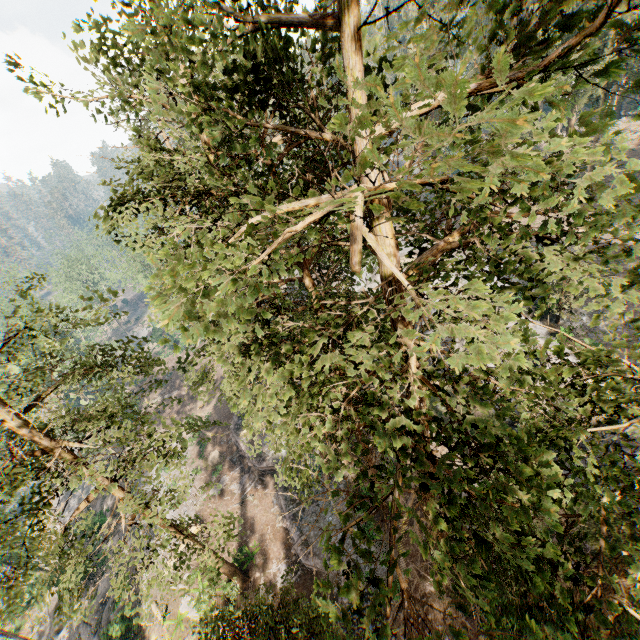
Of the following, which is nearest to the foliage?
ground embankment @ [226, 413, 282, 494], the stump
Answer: ground embankment @ [226, 413, 282, 494]

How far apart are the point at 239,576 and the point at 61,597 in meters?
12.8 m

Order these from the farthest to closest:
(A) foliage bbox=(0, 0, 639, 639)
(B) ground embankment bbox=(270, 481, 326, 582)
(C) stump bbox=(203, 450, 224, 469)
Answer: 1. (C) stump bbox=(203, 450, 224, 469)
2. (B) ground embankment bbox=(270, 481, 326, 582)
3. (A) foliage bbox=(0, 0, 639, 639)

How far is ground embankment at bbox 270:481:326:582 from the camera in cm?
2308

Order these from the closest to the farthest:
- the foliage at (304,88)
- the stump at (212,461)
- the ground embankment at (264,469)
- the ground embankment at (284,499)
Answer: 1. the foliage at (304,88)
2. the ground embankment at (284,499)
3. the ground embankment at (264,469)
4. the stump at (212,461)

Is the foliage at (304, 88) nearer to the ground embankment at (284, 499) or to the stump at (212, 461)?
the ground embankment at (284, 499)

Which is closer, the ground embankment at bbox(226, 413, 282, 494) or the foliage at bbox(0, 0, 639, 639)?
the foliage at bbox(0, 0, 639, 639)
